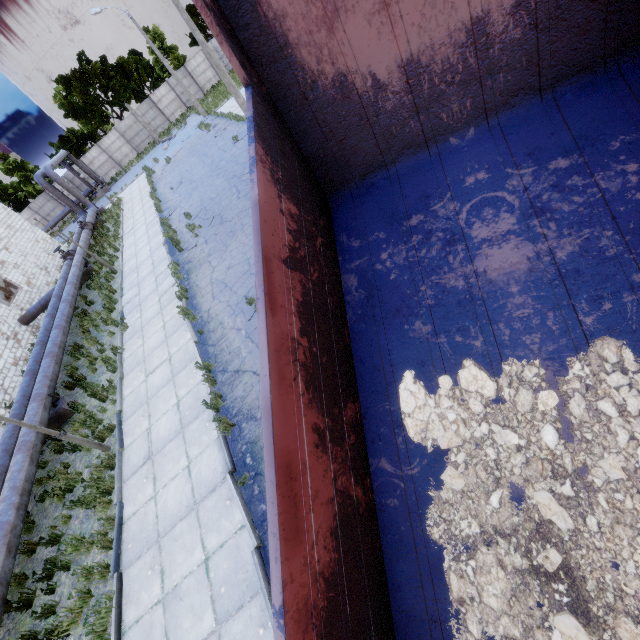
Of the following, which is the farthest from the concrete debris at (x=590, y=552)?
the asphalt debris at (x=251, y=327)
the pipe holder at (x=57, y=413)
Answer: the pipe holder at (x=57, y=413)

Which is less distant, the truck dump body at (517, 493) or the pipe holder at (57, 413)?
the truck dump body at (517, 493)

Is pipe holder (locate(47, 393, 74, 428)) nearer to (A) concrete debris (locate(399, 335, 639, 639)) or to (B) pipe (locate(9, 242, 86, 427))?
(B) pipe (locate(9, 242, 86, 427))

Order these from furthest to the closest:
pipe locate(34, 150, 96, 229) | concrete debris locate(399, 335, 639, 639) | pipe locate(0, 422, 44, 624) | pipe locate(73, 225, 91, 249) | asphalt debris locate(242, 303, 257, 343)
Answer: pipe locate(34, 150, 96, 229), pipe locate(73, 225, 91, 249), asphalt debris locate(242, 303, 257, 343), pipe locate(0, 422, 44, 624), concrete debris locate(399, 335, 639, 639)

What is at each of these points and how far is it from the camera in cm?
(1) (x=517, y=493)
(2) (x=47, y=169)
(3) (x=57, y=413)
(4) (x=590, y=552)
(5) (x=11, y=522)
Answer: (1) truck dump body, 228
(2) pipe, 2664
(3) pipe holder, 1087
(4) concrete debris, 201
(5) pipe, 744

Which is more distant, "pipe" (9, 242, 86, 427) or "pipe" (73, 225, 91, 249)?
"pipe" (73, 225, 91, 249)

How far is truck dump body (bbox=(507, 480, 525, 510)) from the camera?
2.3m

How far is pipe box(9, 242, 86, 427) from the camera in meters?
10.4 m
